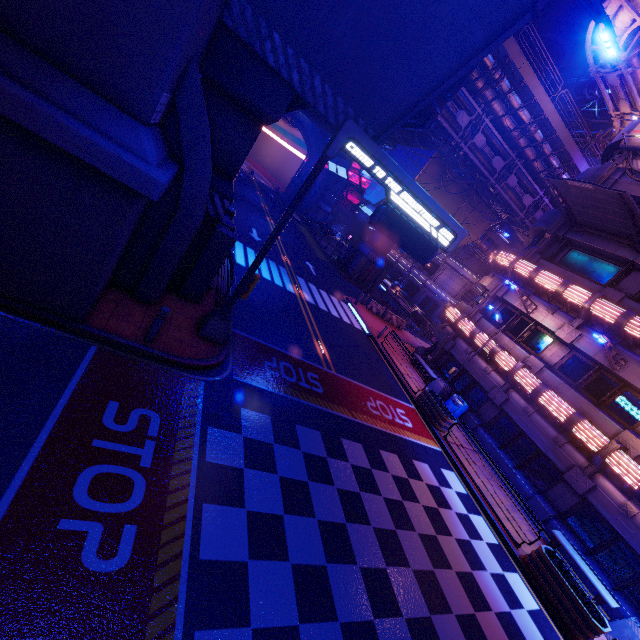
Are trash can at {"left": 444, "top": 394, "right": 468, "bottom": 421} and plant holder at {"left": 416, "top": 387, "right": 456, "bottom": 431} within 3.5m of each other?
yes

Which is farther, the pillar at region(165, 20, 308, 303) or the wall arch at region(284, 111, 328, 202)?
the wall arch at region(284, 111, 328, 202)

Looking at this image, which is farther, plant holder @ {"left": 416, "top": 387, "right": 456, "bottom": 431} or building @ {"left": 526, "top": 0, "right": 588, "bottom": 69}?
building @ {"left": 526, "top": 0, "right": 588, "bottom": 69}

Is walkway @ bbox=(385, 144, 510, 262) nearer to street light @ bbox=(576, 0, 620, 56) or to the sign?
the sign

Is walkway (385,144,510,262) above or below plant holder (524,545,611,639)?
above

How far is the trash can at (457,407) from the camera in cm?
1798

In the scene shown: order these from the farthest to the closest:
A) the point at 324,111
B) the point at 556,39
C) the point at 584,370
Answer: the point at 556,39 < the point at 584,370 < the point at 324,111

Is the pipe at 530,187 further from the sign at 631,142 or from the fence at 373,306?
the fence at 373,306
